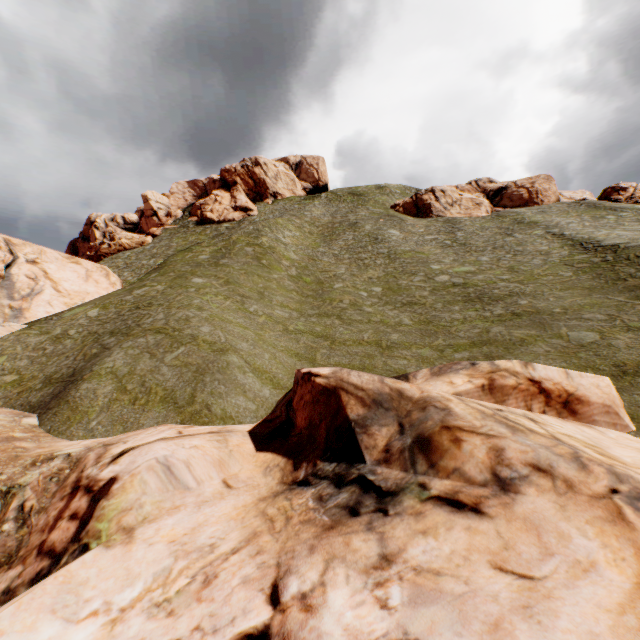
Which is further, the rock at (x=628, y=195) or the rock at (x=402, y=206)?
the rock at (x=402, y=206)

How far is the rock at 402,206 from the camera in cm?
4869

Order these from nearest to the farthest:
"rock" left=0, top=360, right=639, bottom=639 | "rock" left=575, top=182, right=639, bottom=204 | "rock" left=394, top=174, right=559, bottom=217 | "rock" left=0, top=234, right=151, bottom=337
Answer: "rock" left=0, top=360, right=639, bottom=639 < "rock" left=0, top=234, right=151, bottom=337 < "rock" left=575, top=182, right=639, bottom=204 < "rock" left=394, top=174, right=559, bottom=217

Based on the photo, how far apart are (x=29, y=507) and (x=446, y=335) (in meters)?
18.52

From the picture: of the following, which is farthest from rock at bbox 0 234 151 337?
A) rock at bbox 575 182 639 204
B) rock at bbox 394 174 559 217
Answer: rock at bbox 575 182 639 204

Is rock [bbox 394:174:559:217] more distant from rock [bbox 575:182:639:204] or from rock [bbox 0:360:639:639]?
rock [bbox 0:360:639:639]

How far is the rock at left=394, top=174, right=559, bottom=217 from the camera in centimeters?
4869cm
